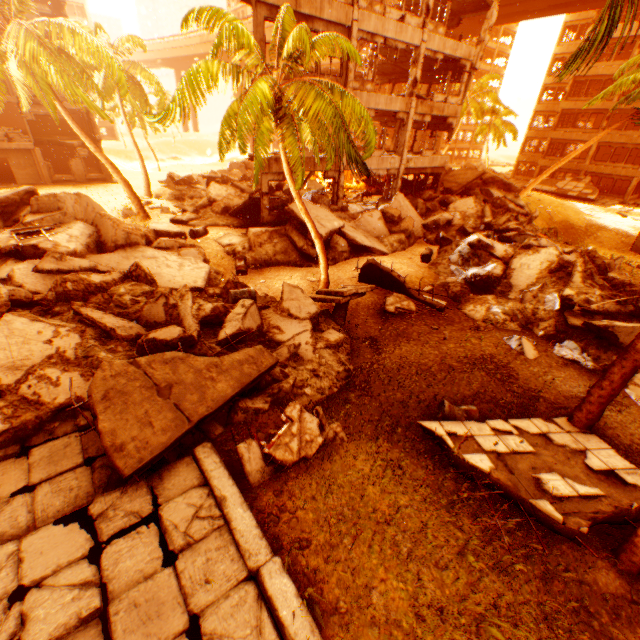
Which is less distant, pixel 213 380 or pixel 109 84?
pixel 213 380

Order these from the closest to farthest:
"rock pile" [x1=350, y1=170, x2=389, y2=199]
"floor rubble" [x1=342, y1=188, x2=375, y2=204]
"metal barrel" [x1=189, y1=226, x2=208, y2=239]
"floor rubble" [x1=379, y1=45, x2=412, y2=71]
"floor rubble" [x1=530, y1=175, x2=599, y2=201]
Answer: "metal barrel" [x1=189, y1=226, x2=208, y2=239] < "floor rubble" [x1=379, y1=45, x2=412, y2=71] < "floor rubble" [x1=342, y1=188, x2=375, y2=204] < "rock pile" [x1=350, y1=170, x2=389, y2=199] < "floor rubble" [x1=530, y1=175, x2=599, y2=201]

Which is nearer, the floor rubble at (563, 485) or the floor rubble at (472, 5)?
the floor rubble at (563, 485)

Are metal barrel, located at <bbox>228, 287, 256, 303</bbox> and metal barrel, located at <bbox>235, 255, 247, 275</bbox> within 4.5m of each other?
yes

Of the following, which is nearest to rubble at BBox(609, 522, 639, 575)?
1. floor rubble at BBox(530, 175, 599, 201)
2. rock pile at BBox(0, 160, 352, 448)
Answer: rock pile at BBox(0, 160, 352, 448)

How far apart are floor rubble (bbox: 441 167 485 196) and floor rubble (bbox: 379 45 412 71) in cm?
705

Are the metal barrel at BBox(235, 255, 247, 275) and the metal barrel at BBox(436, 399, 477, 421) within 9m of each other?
no

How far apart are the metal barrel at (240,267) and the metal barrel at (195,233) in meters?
2.3 m
